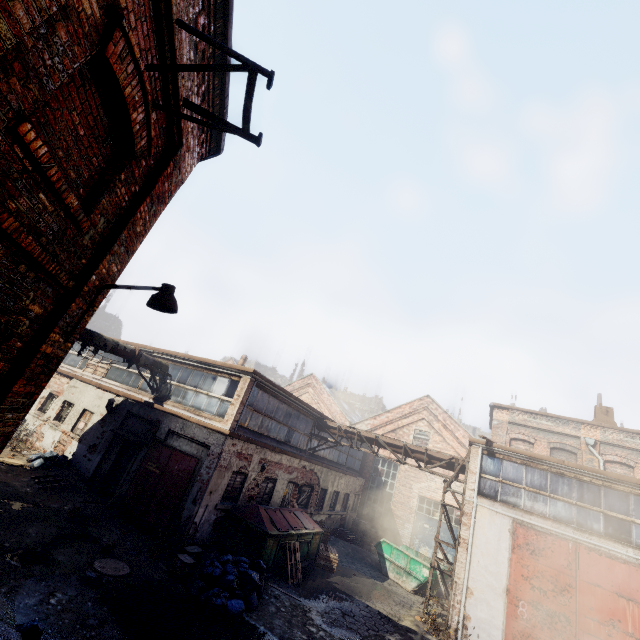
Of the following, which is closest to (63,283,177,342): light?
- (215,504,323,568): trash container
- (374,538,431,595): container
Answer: (215,504,323,568): trash container

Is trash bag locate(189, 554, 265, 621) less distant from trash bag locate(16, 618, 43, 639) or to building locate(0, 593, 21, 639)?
trash bag locate(16, 618, 43, 639)

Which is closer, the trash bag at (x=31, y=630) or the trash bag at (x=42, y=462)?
the trash bag at (x=31, y=630)

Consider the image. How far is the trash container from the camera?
10.7 meters

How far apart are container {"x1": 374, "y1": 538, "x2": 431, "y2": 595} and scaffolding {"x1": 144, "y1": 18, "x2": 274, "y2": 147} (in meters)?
17.89

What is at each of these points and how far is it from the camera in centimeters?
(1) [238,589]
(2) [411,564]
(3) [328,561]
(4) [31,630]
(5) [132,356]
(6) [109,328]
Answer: (1) trash bag, 848cm
(2) container, 1520cm
(3) pallet, 1359cm
(4) trash bag, 452cm
(5) pipe, 1365cm
(6) building, 5472cm

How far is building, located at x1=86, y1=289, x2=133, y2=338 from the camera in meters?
50.5 m

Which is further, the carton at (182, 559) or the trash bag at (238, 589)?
the carton at (182, 559)
